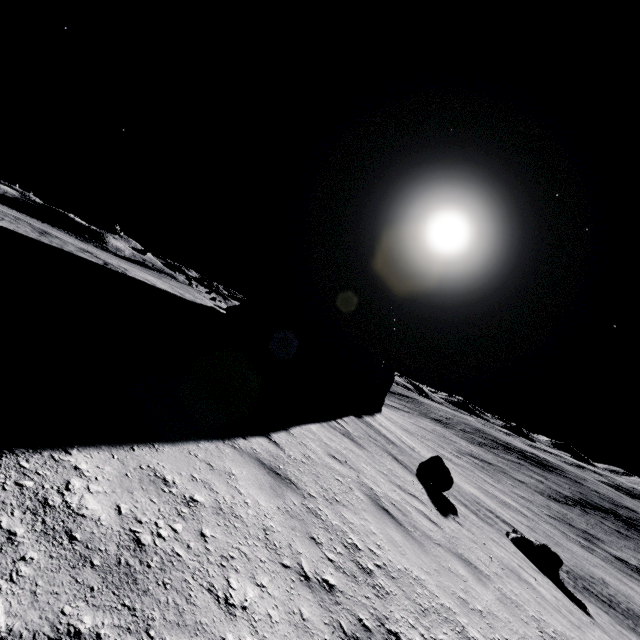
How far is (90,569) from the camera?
1.6m

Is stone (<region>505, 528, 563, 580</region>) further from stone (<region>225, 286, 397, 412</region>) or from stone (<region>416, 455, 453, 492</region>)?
stone (<region>225, 286, 397, 412</region>)

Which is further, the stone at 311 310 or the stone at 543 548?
the stone at 311 310

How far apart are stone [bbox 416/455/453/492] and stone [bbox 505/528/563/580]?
3.5 meters

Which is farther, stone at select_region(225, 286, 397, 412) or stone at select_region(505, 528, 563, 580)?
stone at select_region(225, 286, 397, 412)

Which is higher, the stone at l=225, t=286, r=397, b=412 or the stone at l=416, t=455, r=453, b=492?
the stone at l=225, t=286, r=397, b=412

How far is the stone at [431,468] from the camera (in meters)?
10.60

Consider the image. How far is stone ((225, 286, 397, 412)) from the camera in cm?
1747
